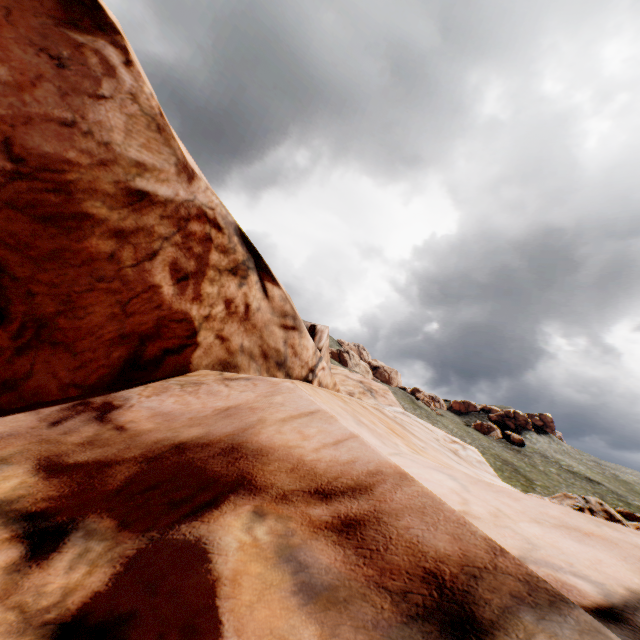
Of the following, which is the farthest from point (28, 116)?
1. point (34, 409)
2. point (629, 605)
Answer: point (629, 605)
